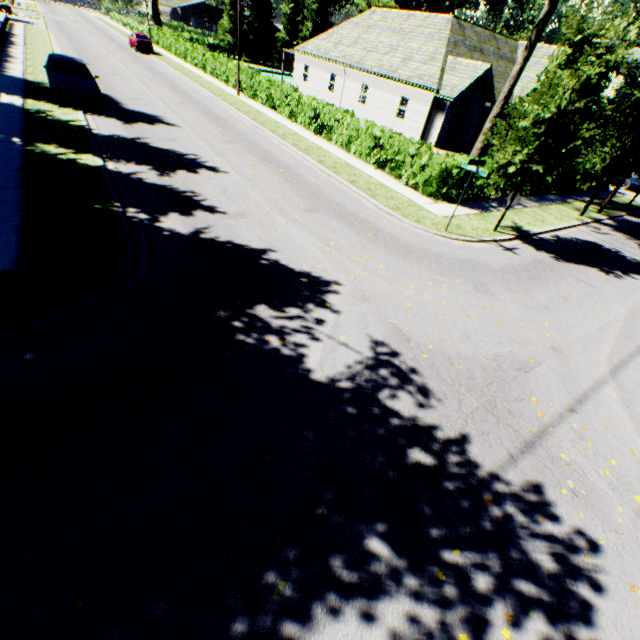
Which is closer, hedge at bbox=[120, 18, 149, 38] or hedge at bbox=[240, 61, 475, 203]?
hedge at bbox=[240, 61, 475, 203]

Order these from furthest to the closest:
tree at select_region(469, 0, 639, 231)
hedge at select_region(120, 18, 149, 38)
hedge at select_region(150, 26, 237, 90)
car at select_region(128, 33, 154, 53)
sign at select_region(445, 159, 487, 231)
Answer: hedge at select_region(120, 18, 149, 38)
car at select_region(128, 33, 154, 53)
hedge at select_region(150, 26, 237, 90)
sign at select_region(445, 159, 487, 231)
tree at select_region(469, 0, 639, 231)

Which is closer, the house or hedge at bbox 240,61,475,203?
hedge at bbox 240,61,475,203

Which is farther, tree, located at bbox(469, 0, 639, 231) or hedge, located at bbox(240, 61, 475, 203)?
hedge, located at bbox(240, 61, 475, 203)

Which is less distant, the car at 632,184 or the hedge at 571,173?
the hedge at 571,173

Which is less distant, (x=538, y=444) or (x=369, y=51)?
(x=538, y=444)

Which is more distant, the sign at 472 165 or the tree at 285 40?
the tree at 285 40

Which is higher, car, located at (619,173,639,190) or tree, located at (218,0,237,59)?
tree, located at (218,0,237,59)
